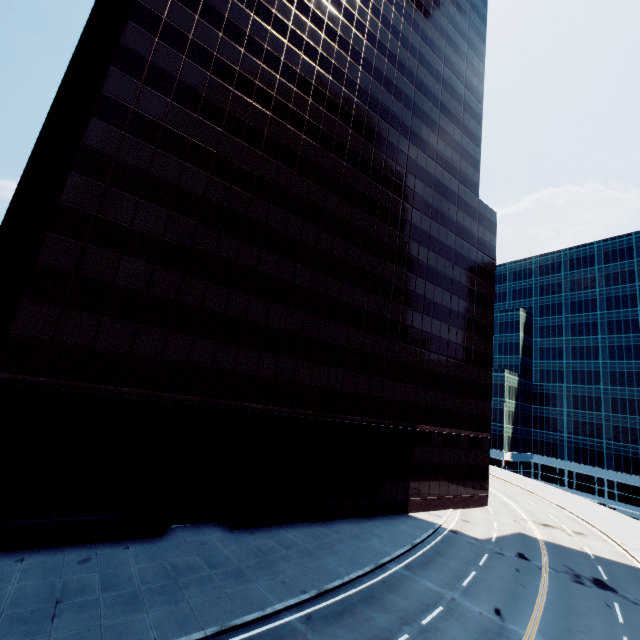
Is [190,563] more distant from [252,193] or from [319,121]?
[319,121]
